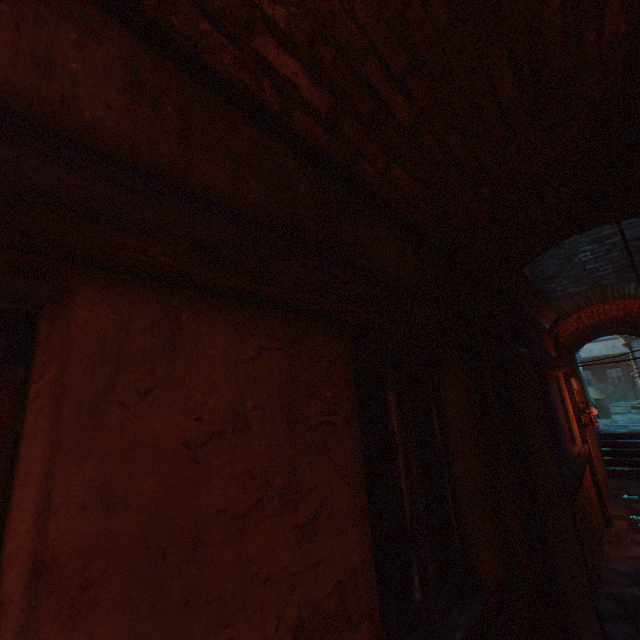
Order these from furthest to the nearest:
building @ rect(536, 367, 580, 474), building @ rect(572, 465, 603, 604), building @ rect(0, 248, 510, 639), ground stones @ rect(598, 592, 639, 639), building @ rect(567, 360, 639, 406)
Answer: building @ rect(567, 360, 639, 406), building @ rect(536, 367, 580, 474), building @ rect(572, 465, 603, 604), ground stones @ rect(598, 592, 639, 639), building @ rect(0, 248, 510, 639)

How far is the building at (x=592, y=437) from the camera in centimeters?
629cm

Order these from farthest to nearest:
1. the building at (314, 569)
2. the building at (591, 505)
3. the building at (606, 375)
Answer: the building at (606, 375)
the building at (591, 505)
the building at (314, 569)

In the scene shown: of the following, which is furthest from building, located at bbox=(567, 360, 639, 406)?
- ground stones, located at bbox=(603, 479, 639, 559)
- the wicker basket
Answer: the wicker basket

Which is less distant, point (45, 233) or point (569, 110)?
point (45, 233)

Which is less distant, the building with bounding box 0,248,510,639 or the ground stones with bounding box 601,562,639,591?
the building with bounding box 0,248,510,639
